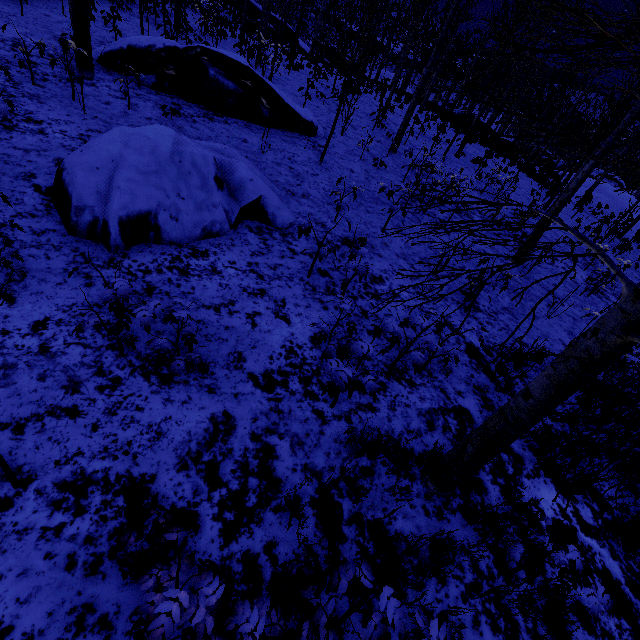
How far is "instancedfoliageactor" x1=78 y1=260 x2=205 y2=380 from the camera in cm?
274

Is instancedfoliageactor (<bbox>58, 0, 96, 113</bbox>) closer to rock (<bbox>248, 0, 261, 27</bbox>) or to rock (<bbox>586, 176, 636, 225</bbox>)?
rock (<bbox>586, 176, 636, 225</bbox>)

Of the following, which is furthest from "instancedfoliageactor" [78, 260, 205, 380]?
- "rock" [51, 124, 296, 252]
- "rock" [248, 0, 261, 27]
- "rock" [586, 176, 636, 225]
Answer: "rock" [248, 0, 261, 27]

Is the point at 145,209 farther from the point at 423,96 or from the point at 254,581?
the point at 423,96

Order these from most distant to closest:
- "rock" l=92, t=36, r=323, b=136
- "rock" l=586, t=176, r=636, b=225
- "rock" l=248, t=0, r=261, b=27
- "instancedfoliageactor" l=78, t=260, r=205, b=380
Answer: "rock" l=248, t=0, r=261, b=27
"rock" l=586, t=176, r=636, b=225
"rock" l=92, t=36, r=323, b=136
"instancedfoliageactor" l=78, t=260, r=205, b=380

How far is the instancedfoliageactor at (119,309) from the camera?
2.74m

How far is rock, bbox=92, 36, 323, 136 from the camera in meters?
8.3

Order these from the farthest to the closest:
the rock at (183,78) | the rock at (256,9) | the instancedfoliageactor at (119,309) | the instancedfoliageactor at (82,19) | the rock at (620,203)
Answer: the rock at (256,9)
the rock at (620,203)
the rock at (183,78)
the instancedfoliageactor at (82,19)
the instancedfoliageactor at (119,309)
